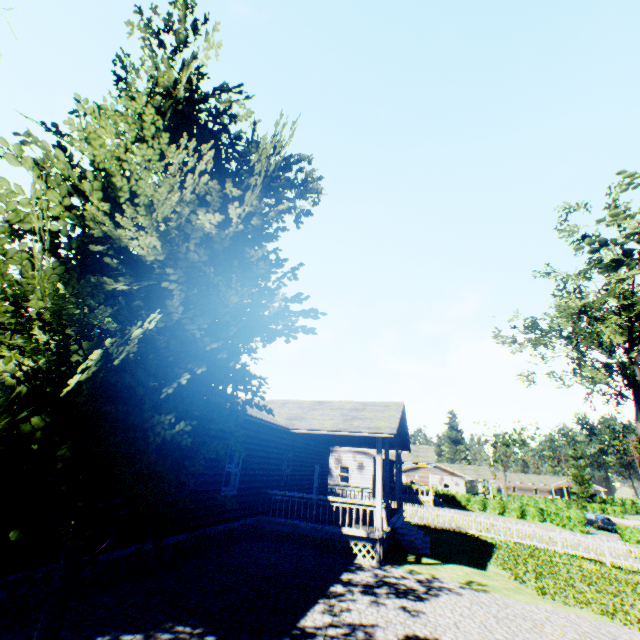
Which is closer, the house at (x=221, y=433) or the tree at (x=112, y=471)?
the tree at (x=112, y=471)

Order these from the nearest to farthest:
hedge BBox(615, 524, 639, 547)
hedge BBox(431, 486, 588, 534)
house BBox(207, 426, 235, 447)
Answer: house BBox(207, 426, 235, 447), hedge BBox(615, 524, 639, 547), hedge BBox(431, 486, 588, 534)

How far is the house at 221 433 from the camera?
10.6m

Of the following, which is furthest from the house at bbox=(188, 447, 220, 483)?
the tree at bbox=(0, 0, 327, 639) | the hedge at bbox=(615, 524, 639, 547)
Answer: the hedge at bbox=(615, 524, 639, 547)

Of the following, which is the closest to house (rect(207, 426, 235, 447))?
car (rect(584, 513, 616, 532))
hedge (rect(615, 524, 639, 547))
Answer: car (rect(584, 513, 616, 532))

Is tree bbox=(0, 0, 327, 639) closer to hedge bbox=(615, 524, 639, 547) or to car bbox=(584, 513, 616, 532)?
hedge bbox=(615, 524, 639, 547)

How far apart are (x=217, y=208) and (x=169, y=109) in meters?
1.9

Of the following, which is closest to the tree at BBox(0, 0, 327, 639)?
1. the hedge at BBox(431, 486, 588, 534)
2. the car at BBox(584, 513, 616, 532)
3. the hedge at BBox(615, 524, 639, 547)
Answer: the hedge at BBox(615, 524, 639, 547)
